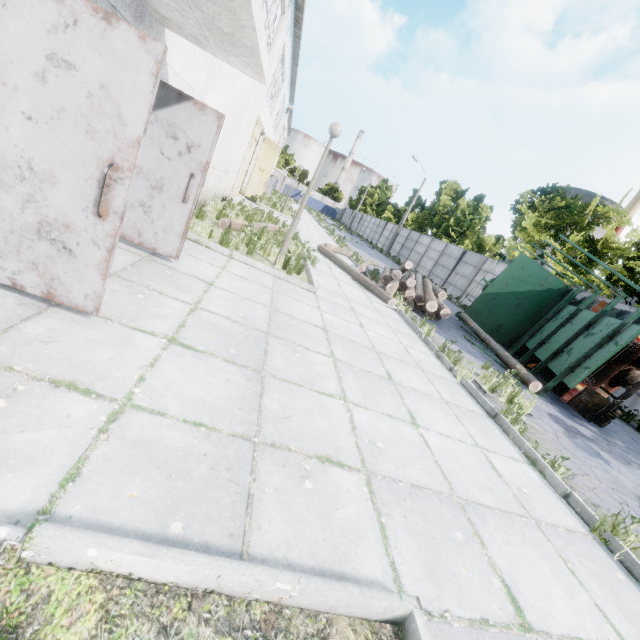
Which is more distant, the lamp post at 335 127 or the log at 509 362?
the log at 509 362

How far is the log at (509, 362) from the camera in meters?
8.3 m

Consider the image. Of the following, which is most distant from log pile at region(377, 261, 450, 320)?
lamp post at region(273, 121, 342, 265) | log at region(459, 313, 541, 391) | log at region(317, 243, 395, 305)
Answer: lamp post at region(273, 121, 342, 265)

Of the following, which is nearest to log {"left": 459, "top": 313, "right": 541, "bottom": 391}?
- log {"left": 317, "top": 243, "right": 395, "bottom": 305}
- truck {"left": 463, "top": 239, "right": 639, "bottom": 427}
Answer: truck {"left": 463, "top": 239, "right": 639, "bottom": 427}

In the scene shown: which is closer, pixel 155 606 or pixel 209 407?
pixel 155 606

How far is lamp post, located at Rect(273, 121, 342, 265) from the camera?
6.9 meters

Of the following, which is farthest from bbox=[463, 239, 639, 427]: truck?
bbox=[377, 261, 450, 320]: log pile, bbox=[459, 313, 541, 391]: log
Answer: bbox=[377, 261, 450, 320]: log pile

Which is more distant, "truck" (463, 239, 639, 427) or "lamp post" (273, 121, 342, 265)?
"truck" (463, 239, 639, 427)
